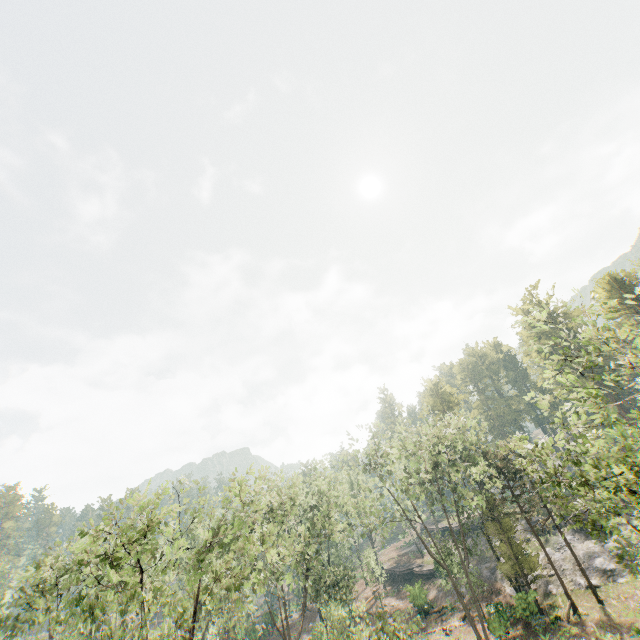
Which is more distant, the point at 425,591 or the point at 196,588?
the point at 425,591

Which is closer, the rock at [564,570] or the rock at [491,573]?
the rock at [564,570]

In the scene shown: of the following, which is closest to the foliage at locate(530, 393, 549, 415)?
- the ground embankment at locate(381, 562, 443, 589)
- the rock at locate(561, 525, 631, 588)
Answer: the rock at locate(561, 525, 631, 588)

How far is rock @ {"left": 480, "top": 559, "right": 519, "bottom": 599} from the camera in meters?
34.5

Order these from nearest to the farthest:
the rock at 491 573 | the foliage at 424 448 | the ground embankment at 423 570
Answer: the foliage at 424 448, the rock at 491 573, the ground embankment at 423 570

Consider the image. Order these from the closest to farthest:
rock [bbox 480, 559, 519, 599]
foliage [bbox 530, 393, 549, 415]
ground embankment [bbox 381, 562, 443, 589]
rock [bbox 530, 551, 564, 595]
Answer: foliage [bbox 530, 393, 549, 415] → rock [bbox 530, 551, 564, 595] → rock [bbox 480, 559, 519, 599] → ground embankment [bbox 381, 562, 443, 589]

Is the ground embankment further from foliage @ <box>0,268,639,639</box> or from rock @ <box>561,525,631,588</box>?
rock @ <box>561,525,631,588</box>

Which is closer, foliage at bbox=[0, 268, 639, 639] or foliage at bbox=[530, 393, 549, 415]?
foliage at bbox=[0, 268, 639, 639]
